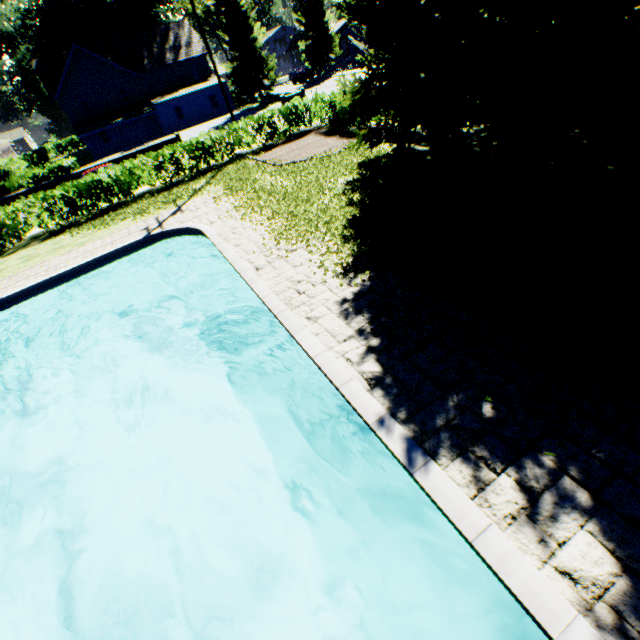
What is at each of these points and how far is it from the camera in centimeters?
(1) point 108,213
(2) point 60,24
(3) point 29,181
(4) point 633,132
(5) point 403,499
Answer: (1) plant, 1734cm
(2) plant, 5019cm
(3) hedge, 2870cm
(4) hedge, 852cm
(5) swimming pool, 531cm

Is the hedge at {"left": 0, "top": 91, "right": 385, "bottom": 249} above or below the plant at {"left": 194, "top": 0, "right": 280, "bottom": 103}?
below

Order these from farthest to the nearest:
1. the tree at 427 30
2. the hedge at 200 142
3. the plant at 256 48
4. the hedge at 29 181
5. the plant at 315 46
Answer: the plant at 315 46 < the plant at 256 48 < the hedge at 29 181 < the hedge at 200 142 < the tree at 427 30

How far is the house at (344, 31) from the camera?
49.0m

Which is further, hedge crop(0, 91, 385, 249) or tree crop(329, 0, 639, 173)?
hedge crop(0, 91, 385, 249)

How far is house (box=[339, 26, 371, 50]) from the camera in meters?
49.0 m

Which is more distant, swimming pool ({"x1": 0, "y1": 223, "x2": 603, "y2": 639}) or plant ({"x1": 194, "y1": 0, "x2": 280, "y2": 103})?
plant ({"x1": 194, "y1": 0, "x2": 280, "y2": 103})
